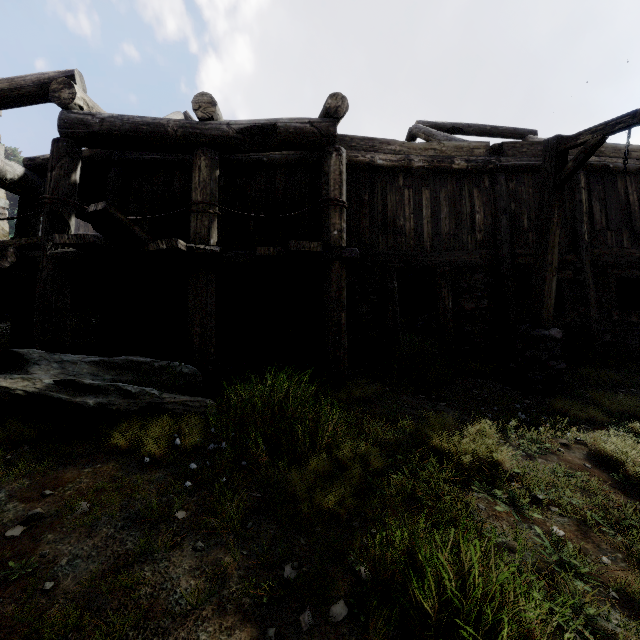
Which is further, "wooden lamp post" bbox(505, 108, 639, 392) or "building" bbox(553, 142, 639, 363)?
"building" bbox(553, 142, 639, 363)

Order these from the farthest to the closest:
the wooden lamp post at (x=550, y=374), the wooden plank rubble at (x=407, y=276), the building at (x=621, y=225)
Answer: the wooden plank rubble at (x=407, y=276), the building at (x=621, y=225), the wooden lamp post at (x=550, y=374)

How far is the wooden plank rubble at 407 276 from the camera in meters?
13.0

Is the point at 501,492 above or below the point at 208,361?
below

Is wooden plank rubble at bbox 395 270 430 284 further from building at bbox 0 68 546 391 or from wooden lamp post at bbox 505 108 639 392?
wooden lamp post at bbox 505 108 639 392

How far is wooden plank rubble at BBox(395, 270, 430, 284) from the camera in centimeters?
1298cm

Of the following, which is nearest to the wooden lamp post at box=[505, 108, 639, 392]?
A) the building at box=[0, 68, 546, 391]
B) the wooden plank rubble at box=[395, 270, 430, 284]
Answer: the building at box=[0, 68, 546, 391]
